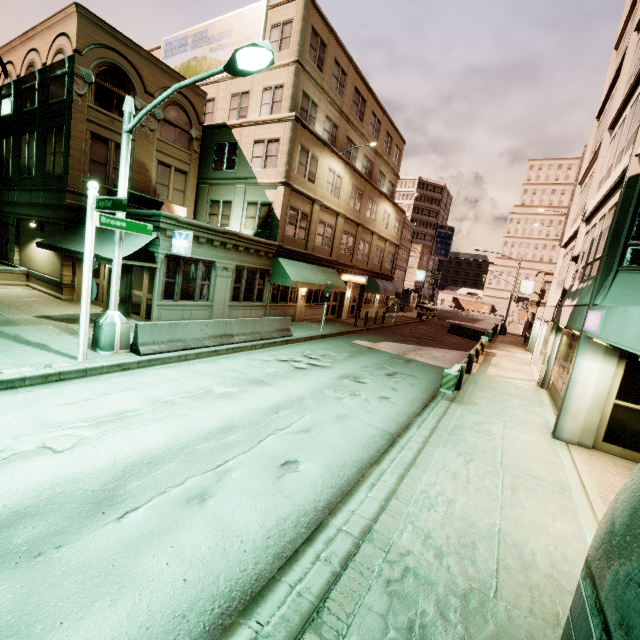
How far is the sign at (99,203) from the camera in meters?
8.0

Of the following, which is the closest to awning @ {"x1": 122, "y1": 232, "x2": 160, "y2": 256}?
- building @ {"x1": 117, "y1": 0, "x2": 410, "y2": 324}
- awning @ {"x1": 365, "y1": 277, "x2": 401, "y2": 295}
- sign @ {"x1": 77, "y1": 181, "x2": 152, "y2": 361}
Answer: building @ {"x1": 117, "y1": 0, "x2": 410, "y2": 324}

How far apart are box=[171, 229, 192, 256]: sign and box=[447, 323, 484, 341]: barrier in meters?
25.4

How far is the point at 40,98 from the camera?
16.69m

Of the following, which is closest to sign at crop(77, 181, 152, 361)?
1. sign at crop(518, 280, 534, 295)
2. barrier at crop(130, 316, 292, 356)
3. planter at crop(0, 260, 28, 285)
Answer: barrier at crop(130, 316, 292, 356)

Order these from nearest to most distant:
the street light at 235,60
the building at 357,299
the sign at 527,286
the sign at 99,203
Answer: the street light at 235,60 → the sign at 99,203 → the building at 357,299 → the sign at 527,286

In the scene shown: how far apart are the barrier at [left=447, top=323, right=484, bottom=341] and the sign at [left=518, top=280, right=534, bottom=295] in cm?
1639

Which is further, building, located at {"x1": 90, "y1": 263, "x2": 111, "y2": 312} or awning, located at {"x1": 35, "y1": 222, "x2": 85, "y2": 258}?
building, located at {"x1": 90, "y1": 263, "x2": 111, "y2": 312}
